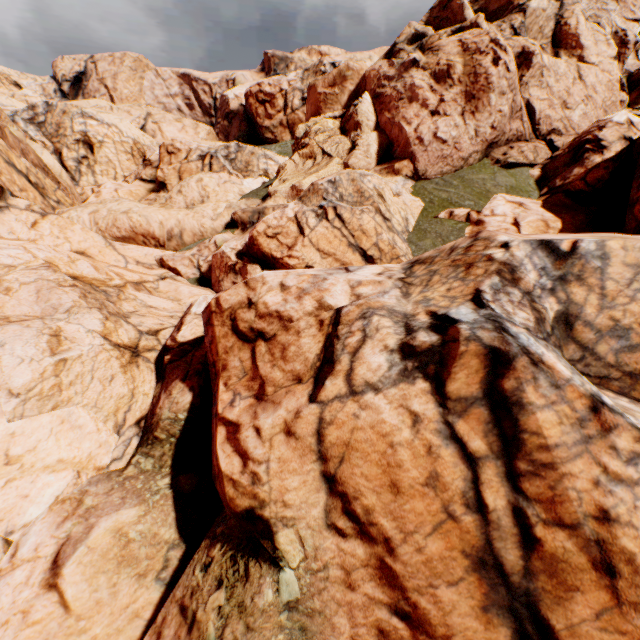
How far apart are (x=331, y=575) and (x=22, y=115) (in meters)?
58.72
